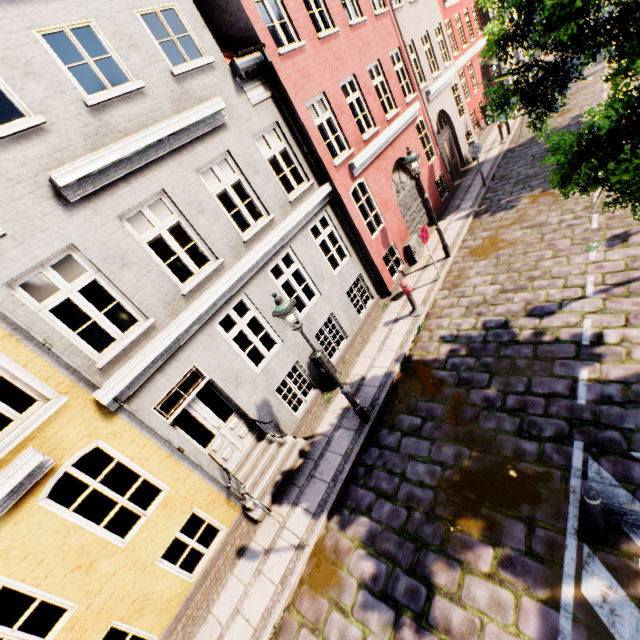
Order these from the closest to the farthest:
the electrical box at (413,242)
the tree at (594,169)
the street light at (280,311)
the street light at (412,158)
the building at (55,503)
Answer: the tree at (594,169), the building at (55,503), the street light at (280,311), the street light at (412,158), the electrical box at (413,242)

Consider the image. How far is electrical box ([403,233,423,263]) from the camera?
12.07m

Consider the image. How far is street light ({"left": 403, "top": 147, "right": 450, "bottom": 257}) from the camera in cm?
972

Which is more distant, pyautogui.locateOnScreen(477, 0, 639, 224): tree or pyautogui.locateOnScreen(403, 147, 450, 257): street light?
pyautogui.locateOnScreen(403, 147, 450, 257): street light

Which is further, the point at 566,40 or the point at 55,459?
the point at 55,459

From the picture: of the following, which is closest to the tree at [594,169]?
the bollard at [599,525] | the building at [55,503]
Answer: the bollard at [599,525]

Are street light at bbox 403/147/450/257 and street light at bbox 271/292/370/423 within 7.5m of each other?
yes

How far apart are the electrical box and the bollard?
9.3 meters
